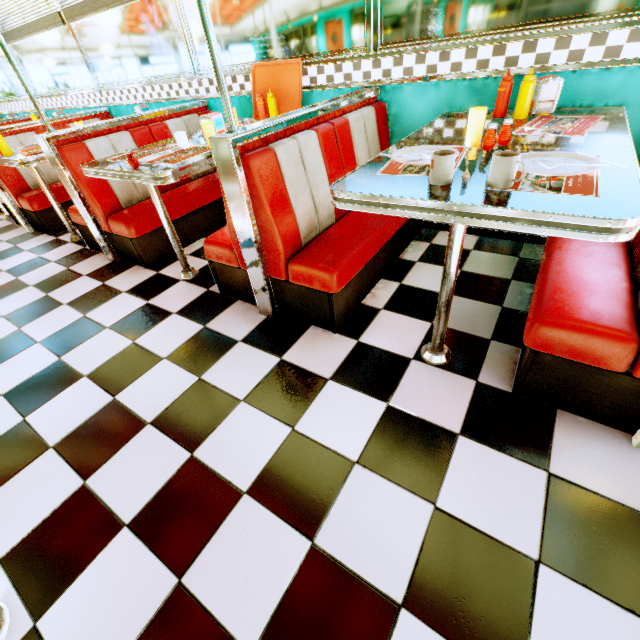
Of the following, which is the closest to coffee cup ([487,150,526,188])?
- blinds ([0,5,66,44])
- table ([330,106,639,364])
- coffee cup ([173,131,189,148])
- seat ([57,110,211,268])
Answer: table ([330,106,639,364])

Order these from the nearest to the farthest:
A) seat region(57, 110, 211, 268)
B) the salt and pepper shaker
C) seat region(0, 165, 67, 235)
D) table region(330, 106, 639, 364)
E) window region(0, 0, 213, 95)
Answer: table region(330, 106, 639, 364), the salt and pepper shaker, seat region(57, 110, 211, 268), window region(0, 0, 213, 95), seat region(0, 165, 67, 235)

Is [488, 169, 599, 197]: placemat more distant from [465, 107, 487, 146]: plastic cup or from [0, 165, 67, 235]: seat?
[0, 165, 67, 235]: seat

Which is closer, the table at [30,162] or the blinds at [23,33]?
the table at [30,162]

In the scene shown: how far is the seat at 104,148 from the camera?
2.63m

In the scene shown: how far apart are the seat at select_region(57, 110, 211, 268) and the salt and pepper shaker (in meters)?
2.59

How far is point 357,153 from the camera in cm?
229

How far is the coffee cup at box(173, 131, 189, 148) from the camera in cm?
229
